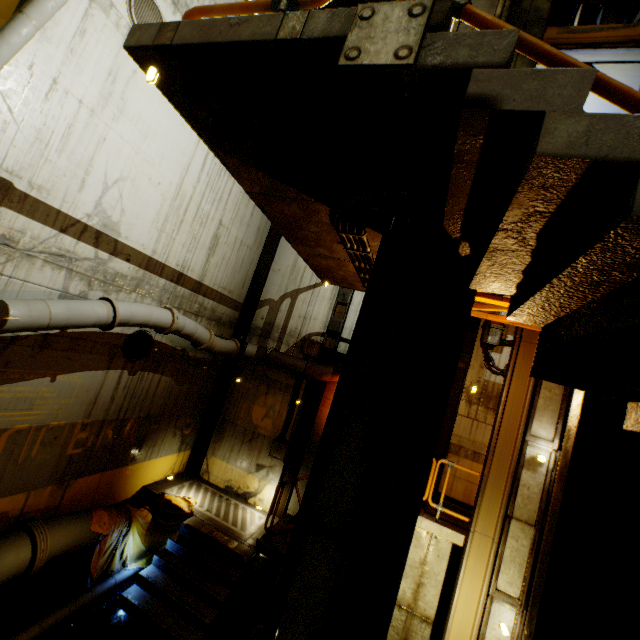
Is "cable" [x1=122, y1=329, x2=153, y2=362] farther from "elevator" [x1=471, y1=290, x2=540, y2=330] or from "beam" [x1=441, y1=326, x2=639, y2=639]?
"beam" [x1=441, y1=326, x2=639, y2=639]

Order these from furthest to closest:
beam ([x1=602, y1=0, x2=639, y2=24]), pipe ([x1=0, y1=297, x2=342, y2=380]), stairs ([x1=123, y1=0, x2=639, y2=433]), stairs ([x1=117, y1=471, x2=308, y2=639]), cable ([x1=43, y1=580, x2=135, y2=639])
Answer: beam ([x1=602, y1=0, x2=639, y2=24]), stairs ([x1=117, y1=471, x2=308, y2=639]), cable ([x1=43, y1=580, x2=135, y2=639]), pipe ([x1=0, y1=297, x2=342, y2=380]), stairs ([x1=123, y1=0, x2=639, y2=433])

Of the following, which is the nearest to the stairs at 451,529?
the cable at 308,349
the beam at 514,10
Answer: the beam at 514,10

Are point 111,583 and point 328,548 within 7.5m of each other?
yes

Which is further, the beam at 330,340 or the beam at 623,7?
the beam at 330,340

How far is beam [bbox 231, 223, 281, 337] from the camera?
11.8 meters

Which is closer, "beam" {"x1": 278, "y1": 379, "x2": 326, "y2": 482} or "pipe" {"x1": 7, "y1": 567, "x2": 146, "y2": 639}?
"pipe" {"x1": 7, "y1": 567, "x2": 146, "y2": 639}

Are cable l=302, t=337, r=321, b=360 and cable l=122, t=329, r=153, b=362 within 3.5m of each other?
no
